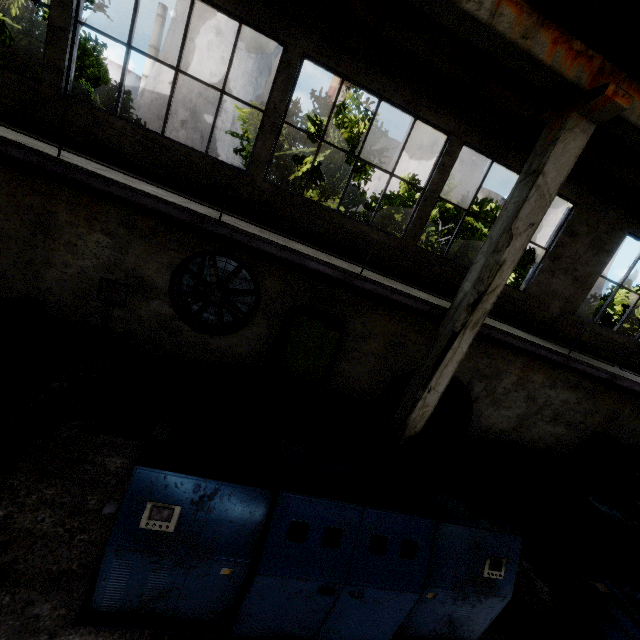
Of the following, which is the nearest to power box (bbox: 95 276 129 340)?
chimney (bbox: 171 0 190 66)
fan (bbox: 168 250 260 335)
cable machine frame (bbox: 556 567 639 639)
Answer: fan (bbox: 168 250 260 335)

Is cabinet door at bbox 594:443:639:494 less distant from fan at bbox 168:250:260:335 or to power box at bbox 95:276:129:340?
fan at bbox 168:250:260:335

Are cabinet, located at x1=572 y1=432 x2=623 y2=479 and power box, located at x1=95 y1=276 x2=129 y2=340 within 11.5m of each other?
no

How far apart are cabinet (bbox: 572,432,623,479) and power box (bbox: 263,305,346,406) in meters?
10.2

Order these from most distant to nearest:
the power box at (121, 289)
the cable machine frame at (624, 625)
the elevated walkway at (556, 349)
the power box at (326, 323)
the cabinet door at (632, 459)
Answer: the cabinet door at (632, 459)
the power box at (326, 323)
the power box at (121, 289)
the elevated walkway at (556, 349)
the cable machine frame at (624, 625)

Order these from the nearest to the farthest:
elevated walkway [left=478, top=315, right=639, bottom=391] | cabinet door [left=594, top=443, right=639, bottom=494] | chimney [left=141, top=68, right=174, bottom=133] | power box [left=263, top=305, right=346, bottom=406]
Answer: elevated walkway [left=478, top=315, right=639, bottom=391] → power box [left=263, top=305, right=346, bottom=406] → cabinet door [left=594, top=443, right=639, bottom=494] → chimney [left=141, top=68, right=174, bottom=133]

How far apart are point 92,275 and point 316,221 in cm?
541

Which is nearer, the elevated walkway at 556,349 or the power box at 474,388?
the elevated walkway at 556,349
